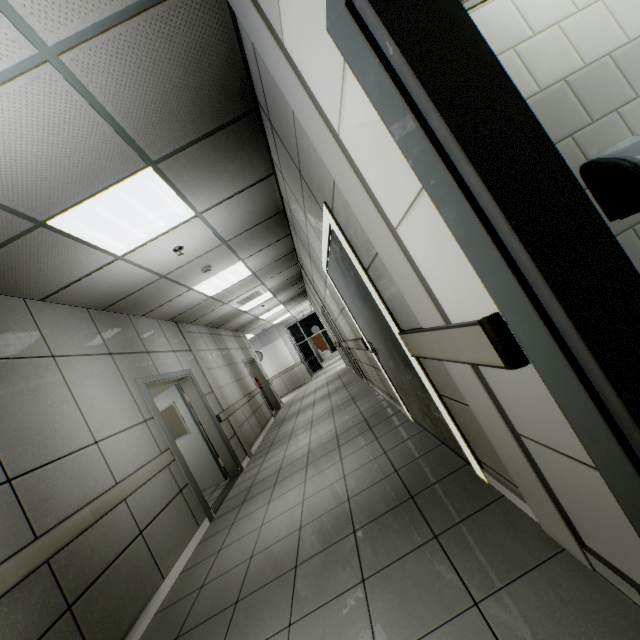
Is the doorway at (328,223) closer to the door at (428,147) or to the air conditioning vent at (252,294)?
the door at (428,147)

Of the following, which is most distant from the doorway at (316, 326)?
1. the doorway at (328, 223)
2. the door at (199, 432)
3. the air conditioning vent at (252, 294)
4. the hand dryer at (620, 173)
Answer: the hand dryer at (620, 173)

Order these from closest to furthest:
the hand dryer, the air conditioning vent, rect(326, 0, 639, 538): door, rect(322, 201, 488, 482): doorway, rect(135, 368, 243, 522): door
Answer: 1. rect(326, 0, 639, 538): door
2. the hand dryer
3. rect(322, 201, 488, 482): doorway
4. rect(135, 368, 243, 522): door
5. the air conditioning vent

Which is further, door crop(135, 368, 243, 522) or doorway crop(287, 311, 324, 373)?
doorway crop(287, 311, 324, 373)

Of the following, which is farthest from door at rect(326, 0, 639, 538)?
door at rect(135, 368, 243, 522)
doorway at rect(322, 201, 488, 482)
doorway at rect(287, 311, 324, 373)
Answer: doorway at rect(287, 311, 324, 373)

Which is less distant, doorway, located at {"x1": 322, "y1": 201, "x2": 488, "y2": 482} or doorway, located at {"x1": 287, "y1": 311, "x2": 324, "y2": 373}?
doorway, located at {"x1": 322, "y1": 201, "x2": 488, "y2": 482}

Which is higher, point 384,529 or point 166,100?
point 166,100

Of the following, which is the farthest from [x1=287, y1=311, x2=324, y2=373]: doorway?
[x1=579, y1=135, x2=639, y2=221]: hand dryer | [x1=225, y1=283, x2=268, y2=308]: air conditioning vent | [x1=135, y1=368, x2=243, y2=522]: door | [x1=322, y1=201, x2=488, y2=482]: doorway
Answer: [x1=579, y1=135, x2=639, y2=221]: hand dryer
